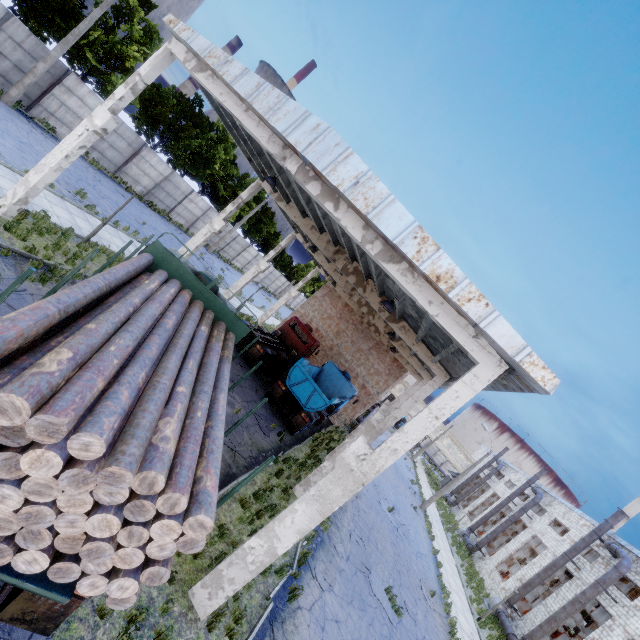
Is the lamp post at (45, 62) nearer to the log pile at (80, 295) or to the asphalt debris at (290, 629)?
the log pile at (80, 295)

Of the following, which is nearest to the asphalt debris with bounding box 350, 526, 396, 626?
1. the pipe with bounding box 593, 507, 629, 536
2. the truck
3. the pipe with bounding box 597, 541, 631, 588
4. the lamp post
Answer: the truck

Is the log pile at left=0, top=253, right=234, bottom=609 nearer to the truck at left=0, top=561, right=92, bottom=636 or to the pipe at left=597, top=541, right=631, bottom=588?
the truck at left=0, top=561, right=92, bottom=636

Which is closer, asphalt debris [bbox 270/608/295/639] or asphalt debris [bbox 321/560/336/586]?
asphalt debris [bbox 270/608/295/639]

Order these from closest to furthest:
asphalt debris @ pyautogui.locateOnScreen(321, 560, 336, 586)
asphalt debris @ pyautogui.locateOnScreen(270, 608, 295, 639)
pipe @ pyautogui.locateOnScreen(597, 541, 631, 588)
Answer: asphalt debris @ pyautogui.locateOnScreen(270, 608, 295, 639), asphalt debris @ pyautogui.locateOnScreen(321, 560, 336, 586), pipe @ pyautogui.locateOnScreen(597, 541, 631, 588)

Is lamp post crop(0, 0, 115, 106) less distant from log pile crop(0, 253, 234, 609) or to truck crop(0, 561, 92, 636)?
truck crop(0, 561, 92, 636)

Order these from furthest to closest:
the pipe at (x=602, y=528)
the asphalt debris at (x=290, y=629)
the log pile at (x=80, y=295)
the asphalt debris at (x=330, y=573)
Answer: the pipe at (x=602, y=528) → the asphalt debris at (x=330, y=573) → the asphalt debris at (x=290, y=629) → the log pile at (x=80, y=295)

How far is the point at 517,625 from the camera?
24.3 meters
